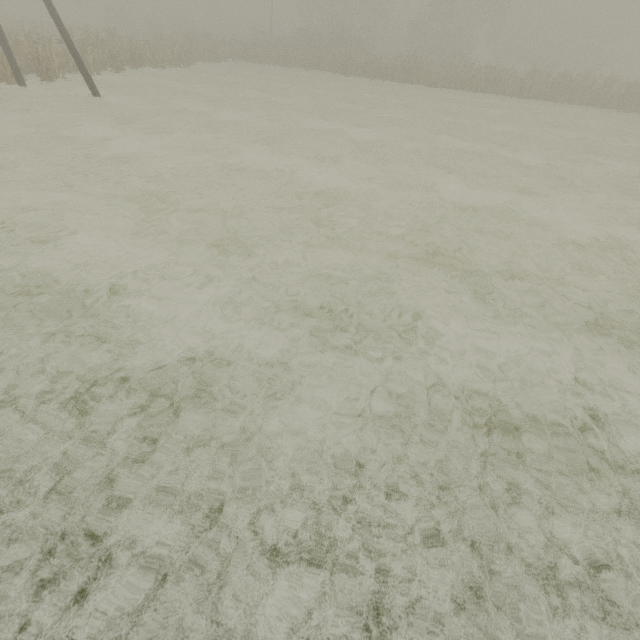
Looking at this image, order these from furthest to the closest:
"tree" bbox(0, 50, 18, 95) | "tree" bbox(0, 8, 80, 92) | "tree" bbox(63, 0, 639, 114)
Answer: "tree" bbox(63, 0, 639, 114), "tree" bbox(0, 8, 80, 92), "tree" bbox(0, 50, 18, 95)

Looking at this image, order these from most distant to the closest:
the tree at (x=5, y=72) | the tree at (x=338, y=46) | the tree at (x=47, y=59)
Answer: the tree at (x=338, y=46) < the tree at (x=47, y=59) < the tree at (x=5, y=72)

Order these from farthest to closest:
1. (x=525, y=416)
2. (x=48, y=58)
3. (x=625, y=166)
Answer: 1. (x=48, y=58)
2. (x=625, y=166)
3. (x=525, y=416)

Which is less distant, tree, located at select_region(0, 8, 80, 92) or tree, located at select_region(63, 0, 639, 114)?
tree, located at select_region(0, 8, 80, 92)

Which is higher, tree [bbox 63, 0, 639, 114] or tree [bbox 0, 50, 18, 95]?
tree [bbox 63, 0, 639, 114]

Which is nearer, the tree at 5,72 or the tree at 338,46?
the tree at 5,72
